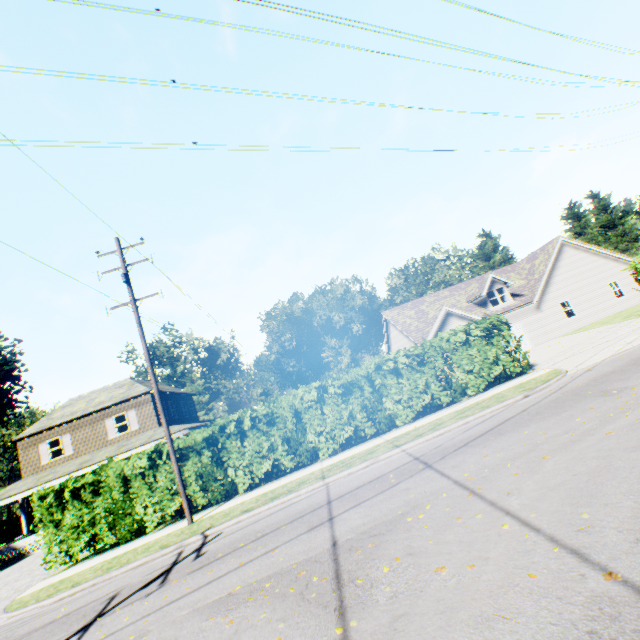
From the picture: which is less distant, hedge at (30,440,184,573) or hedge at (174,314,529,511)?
hedge at (30,440,184,573)

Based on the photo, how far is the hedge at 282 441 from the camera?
13.4m

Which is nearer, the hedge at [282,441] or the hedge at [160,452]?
the hedge at [160,452]

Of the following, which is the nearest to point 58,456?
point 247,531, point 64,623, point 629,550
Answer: point 64,623

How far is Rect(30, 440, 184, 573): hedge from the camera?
12.47m
